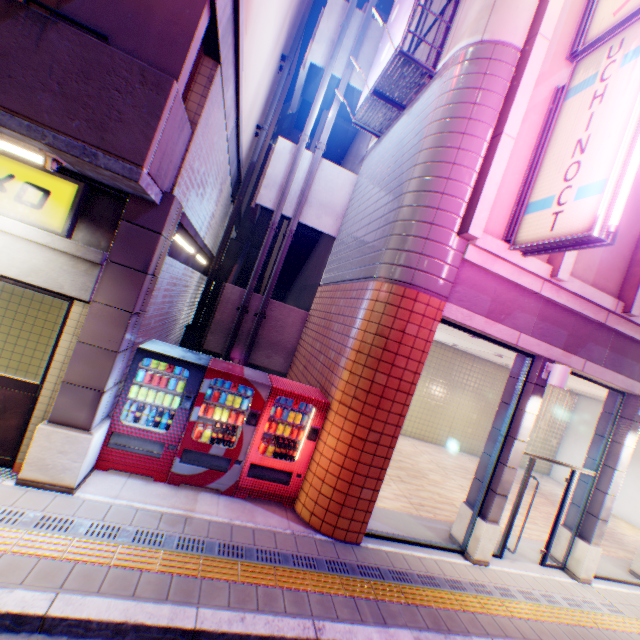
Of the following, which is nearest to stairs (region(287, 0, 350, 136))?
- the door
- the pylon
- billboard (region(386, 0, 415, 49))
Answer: billboard (region(386, 0, 415, 49))

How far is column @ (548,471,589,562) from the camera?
7.4 meters

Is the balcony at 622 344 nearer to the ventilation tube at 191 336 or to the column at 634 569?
the column at 634 569

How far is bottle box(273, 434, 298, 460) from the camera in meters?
5.8

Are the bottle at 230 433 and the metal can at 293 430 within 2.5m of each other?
yes

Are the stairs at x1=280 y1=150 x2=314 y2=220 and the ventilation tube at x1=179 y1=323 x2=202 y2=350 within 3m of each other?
no

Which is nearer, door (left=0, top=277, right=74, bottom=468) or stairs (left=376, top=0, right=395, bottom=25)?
door (left=0, top=277, right=74, bottom=468)

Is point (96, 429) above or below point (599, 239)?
below
